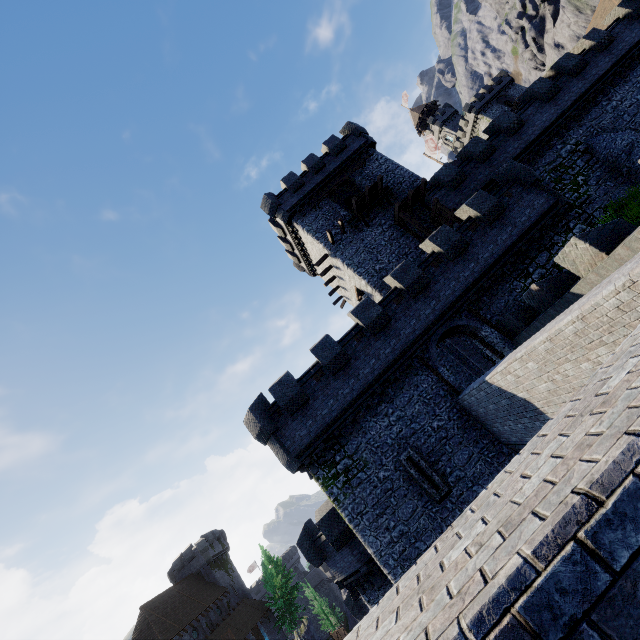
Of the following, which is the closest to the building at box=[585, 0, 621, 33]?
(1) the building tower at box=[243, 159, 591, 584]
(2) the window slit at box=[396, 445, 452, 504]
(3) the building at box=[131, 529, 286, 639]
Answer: (1) the building tower at box=[243, 159, 591, 584]

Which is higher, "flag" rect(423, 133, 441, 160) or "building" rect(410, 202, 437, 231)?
"flag" rect(423, 133, 441, 160)

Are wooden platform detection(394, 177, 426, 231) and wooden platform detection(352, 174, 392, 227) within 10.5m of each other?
yes

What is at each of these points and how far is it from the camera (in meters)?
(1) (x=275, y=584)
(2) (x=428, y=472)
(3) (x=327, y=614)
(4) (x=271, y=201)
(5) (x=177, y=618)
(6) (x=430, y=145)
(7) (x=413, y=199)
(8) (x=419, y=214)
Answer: (1) tree, 51.31
(2) window slit, 14.56
(3) tree, 59.72
(4) building, 27.52
(5) building, 41.25
(6) flag, 44.16
(7) wooden platform, 23.67
(8) building, 24.97

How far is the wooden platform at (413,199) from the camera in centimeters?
2312cm

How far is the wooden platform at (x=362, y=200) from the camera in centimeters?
2416cm

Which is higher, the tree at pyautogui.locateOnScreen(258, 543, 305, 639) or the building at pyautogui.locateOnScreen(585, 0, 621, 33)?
the building at pyautogui.locateOnScreen(585, 0, 621, 33)

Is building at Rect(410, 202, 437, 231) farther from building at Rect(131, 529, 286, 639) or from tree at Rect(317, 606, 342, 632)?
tree at Rect(317, 606, 342, 632)
